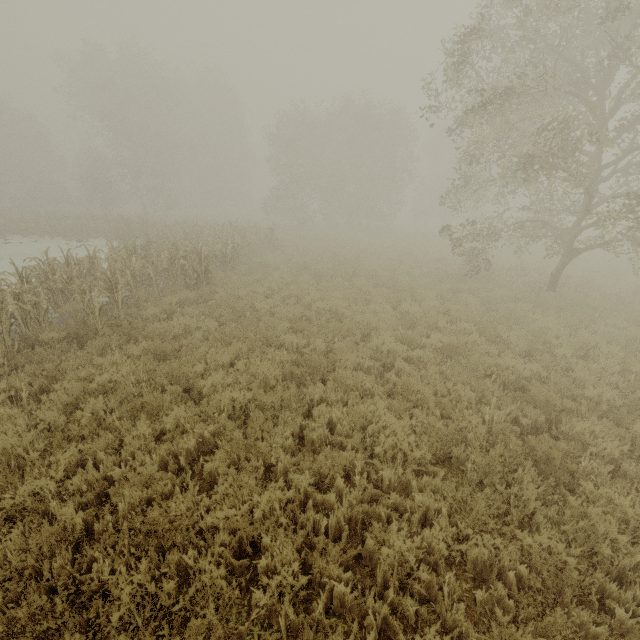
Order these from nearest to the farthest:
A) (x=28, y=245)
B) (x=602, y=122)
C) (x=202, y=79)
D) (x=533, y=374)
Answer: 1. (x=533, y=374)
2. (x=602, y=122)
3. (x=28, y=245)
4. (x=202, y=79)

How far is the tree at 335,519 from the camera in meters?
3.7 m

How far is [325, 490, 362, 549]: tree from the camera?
Result: 3.7 meters
